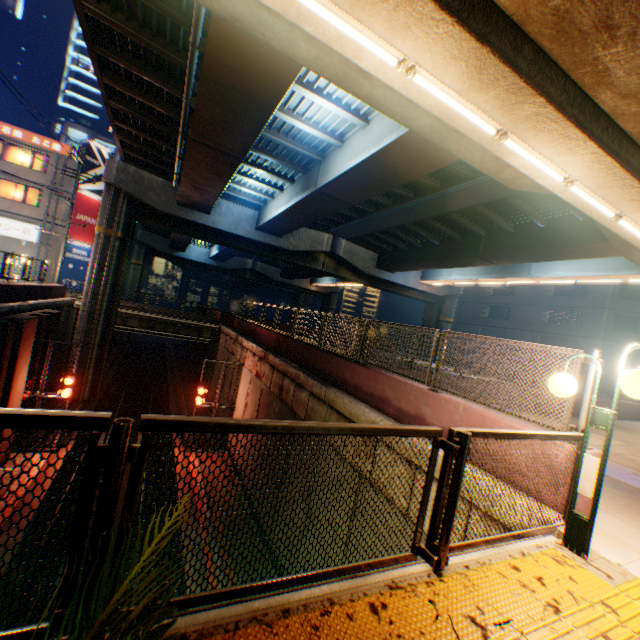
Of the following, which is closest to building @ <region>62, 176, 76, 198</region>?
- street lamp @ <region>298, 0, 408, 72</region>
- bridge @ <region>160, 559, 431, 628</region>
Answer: street lamp @ <region>298, 0, 408, 72</region>

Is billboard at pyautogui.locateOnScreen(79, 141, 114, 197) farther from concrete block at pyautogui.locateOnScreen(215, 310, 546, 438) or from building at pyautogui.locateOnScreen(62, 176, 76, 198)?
concrete block at pyautogui.locateOnScreen(215, 310, 546, 438)

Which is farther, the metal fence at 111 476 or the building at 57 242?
the building at 57 242

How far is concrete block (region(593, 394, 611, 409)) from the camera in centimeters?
1506cm

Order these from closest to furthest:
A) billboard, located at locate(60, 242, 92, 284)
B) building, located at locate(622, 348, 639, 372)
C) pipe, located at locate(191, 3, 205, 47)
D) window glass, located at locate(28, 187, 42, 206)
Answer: pipe, located at locate(191, 3, 205, 47), window glass, located at locate(28, 187, 42, 206), billboard, located at locate(60, 242, 92, 284), building, located at locate(622, 348, 639, 372)

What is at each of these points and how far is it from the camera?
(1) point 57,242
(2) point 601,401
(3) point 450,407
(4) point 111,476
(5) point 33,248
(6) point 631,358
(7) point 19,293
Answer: (1) building, 28.3m
(2) concrete block, 15.3m
(3) concrete block, 5.8m
(4) metal fence, 1.5m
(5) building, 27.6m
(6) building, 30.2m
(7) concrete block, 13.7m

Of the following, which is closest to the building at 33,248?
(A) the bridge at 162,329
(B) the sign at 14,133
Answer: (B) the sign at 14,133

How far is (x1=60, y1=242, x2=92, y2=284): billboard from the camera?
29.1m
